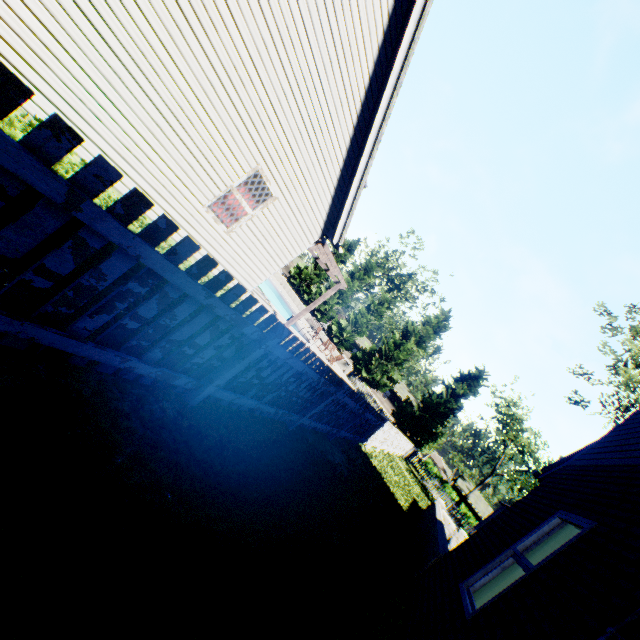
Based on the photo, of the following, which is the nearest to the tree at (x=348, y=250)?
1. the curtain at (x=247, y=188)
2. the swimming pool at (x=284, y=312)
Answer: the swimming pool at (x=284, y=312)

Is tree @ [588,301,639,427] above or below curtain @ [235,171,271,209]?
above

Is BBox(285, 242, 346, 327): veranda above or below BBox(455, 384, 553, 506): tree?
below

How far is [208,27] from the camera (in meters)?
5.00

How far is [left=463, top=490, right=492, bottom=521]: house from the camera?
50.3m

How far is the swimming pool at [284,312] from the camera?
24.4m

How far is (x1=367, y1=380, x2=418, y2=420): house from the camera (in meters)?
53.78

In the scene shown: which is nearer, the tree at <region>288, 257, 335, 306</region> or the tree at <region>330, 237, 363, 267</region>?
the tree at <region>288, 257, 335, 306</region>
